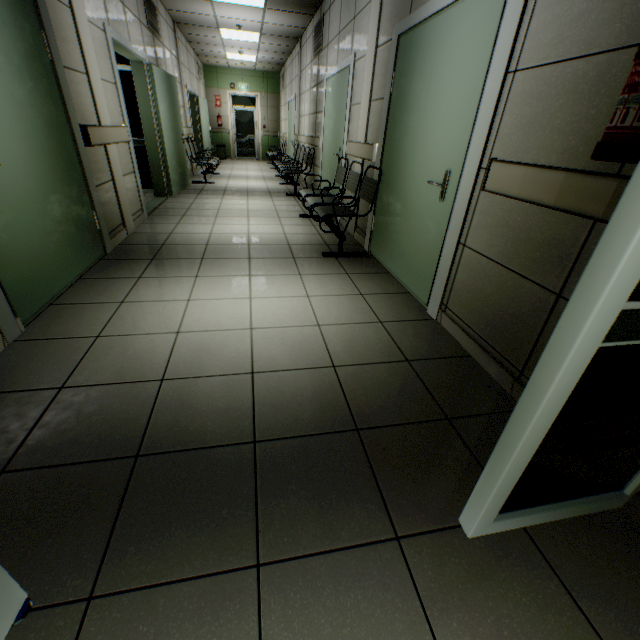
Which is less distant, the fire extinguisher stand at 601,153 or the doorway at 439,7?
the fire extinguisher stand at 601,153

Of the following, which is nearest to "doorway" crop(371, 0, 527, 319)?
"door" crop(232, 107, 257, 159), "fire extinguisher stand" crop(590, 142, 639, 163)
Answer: "fire extinguisher stand" crop(590, 142, 639, 163)

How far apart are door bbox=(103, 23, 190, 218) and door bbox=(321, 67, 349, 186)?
2.86m

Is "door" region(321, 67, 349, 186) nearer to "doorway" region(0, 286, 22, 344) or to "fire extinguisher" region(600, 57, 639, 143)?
"doorway" region(0, 286, 22, 344)

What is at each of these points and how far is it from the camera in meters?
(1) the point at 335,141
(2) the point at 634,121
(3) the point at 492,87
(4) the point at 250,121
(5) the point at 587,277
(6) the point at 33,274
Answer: (1) door, 5.3 m
(2) fire extinguisher, 1.1 m
(3) doorway, 1.9 m
(4) door, 14.0 m
(5) doorway, 0.7 m
(6) door, 2.3 m

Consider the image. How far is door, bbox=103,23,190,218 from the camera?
4.13m

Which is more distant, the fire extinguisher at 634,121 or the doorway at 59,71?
the doorway at 59,71

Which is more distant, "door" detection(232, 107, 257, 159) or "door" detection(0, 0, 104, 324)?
"door" detection(232, 107, 257, 159)
